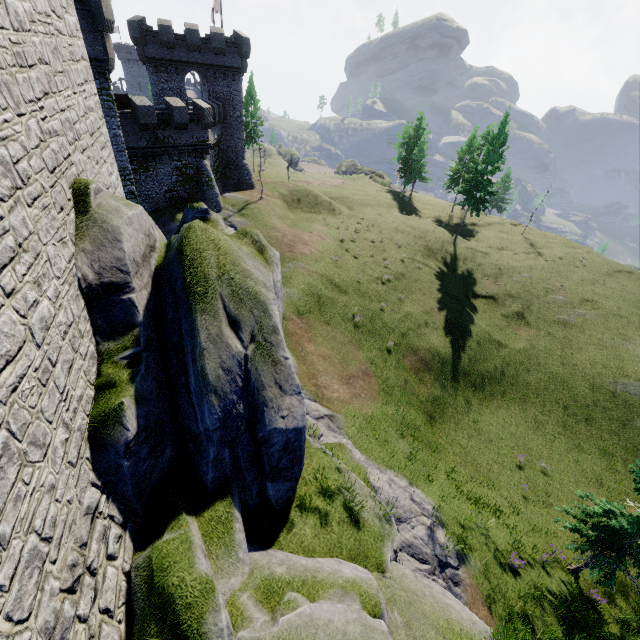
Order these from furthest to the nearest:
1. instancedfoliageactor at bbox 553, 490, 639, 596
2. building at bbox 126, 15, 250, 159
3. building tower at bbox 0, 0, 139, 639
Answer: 1. building at bbox 126, 15, 250, 159
2. instancedfoliageactor at bbox 553, 490, 639, 596
3. building tower at bbox 0, 0, 139, 639

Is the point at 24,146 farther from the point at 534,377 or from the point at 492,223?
the point at 492,223

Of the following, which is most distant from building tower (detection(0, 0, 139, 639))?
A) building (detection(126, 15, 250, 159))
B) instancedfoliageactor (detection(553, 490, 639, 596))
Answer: building (detection(126, 15, 250, 159))

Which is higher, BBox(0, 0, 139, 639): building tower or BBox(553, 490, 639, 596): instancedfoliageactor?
BBox(0, 0, 139, 639): building tower

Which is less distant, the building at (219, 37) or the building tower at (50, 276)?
the building tower at (50, 276)

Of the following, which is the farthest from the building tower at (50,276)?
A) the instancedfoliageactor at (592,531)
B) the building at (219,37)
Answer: the building at (219,37)

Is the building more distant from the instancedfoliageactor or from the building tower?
the instancedfoliageactor
